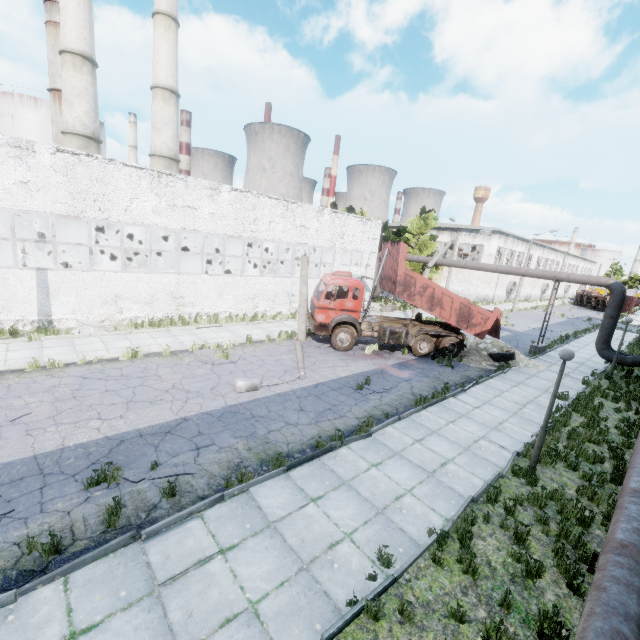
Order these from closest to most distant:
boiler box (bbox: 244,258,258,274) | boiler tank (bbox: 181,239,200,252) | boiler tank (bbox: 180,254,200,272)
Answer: boiler tank (bbox: 180,254,200,272) < boiler tank (bbox: 181,239,200,252) < boiler box (bbox: 244,258,258,274)

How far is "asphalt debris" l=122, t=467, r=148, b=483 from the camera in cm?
656

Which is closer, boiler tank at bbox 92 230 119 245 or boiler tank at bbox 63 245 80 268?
boiler tank at bbox 63 245 80 268

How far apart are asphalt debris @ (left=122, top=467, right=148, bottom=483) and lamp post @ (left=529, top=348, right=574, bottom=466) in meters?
8.4

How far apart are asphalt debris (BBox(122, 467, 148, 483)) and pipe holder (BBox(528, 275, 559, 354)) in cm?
2140

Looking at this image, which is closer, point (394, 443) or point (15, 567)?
point (15, 567)

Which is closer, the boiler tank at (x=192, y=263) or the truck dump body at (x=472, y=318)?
the truck dump body at (x=472, y=318)

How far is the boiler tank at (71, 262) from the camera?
20.2m
